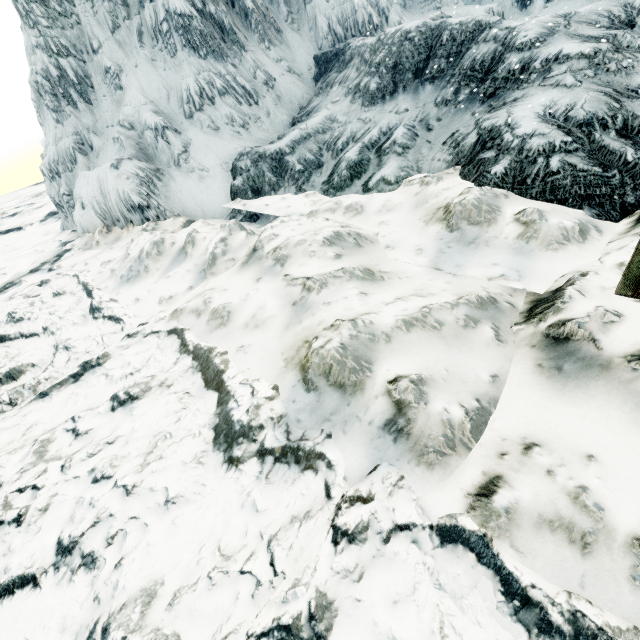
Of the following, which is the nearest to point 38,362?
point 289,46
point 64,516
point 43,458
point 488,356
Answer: point 43,458
